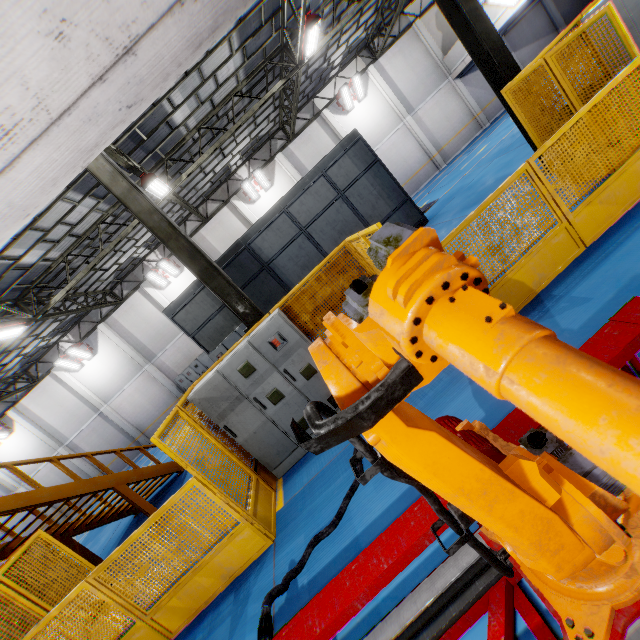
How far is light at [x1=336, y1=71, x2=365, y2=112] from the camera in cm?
1961

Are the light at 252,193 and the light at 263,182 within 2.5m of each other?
yes

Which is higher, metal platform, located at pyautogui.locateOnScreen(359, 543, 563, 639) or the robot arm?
the robot arm

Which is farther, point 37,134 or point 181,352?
point 181,352

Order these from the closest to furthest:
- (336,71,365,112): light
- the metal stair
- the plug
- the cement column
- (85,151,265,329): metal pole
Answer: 1. the plug
2. (85,151,265,329): metal pole
3. the metal stair
4. (336,71,365,112): light
5. the cement column

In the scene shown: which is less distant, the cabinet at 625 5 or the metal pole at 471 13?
the cabinet at 625 5

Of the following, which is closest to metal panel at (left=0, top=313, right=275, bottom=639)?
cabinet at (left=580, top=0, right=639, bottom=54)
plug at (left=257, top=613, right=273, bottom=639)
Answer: cabinet at (left=580, top=0, right=639, bottom=54)

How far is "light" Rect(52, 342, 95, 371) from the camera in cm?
1983
